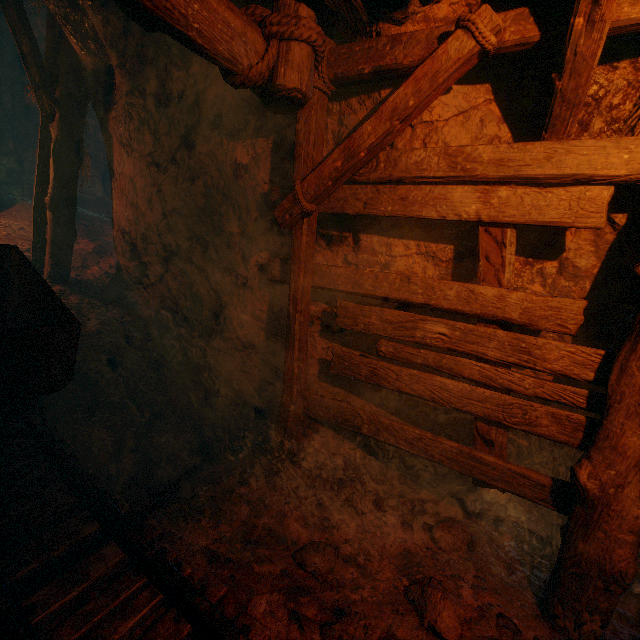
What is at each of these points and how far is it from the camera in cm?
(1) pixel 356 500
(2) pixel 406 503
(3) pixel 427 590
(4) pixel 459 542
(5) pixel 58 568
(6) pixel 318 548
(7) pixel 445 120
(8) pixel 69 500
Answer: (1) instancedfoliageactor, 314
(2) instancedfoliageactor, 323
(3) instancedfoliageactor, 226
(4) instancedfoliageactor, 287
(5) z, 259
(6) instancedfoliageactor, 270
(7) z, 258
(8) tracks, 277

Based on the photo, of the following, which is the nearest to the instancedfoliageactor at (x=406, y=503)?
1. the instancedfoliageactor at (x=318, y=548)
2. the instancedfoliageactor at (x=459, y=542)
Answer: the instancedfoliageactor at (x=459, y=542)

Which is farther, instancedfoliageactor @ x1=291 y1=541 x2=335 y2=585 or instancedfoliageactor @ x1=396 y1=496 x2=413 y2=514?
instancedfoliageactor @ x1=396 y1=496 x2=413 y2=514

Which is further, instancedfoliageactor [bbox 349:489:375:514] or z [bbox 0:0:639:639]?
instancedfoliageactor [bbox 349:489:375:514]

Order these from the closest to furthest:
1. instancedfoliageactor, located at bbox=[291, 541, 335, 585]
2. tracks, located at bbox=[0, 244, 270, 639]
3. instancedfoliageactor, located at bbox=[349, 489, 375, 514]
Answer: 1. tracks, located at bbox=[0, 244, 270, 639]
2. instancedfoliageactor, located at bbox=[291, 541, 335, 585]
3. instancedfoliageactor, located at bbox=[349, 489, 375, 514]

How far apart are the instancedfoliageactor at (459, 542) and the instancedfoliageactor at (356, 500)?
0.54m

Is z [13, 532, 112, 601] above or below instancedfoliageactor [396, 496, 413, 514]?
below

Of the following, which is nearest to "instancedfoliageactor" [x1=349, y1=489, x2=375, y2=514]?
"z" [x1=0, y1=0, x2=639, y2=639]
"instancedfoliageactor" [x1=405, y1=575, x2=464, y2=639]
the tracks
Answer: "z" [x1=0, y1=0, x2=639, y2=639]
